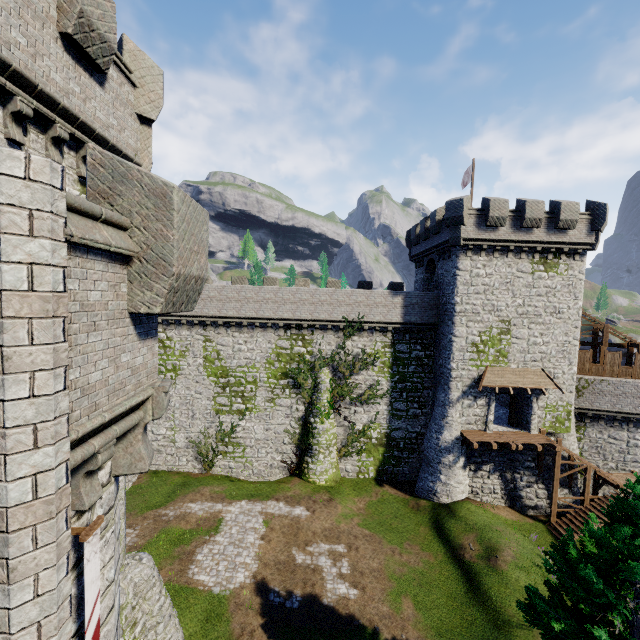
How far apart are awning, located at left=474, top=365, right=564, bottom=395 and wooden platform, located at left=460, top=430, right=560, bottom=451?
3.1 meters

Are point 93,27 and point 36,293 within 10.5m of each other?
yes

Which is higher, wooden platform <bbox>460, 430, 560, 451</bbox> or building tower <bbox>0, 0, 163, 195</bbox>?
building tower <bbox>0, 0, 163, 195</bbox>

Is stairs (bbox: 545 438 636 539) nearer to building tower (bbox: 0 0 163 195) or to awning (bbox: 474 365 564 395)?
awning (bbox: 474 365 564 395)

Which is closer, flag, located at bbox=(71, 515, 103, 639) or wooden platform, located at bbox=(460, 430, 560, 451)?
flag, located at bbox=(71, 515, 103, 639)

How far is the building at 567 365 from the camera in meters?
23.1 m

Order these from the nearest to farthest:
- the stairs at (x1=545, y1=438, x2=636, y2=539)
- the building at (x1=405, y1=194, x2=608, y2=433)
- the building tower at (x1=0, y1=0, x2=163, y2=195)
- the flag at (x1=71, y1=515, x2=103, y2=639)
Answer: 1. the flag at (x1=71, y1=515, x2=103, y2=639)
2. the building tower at (x1=0, y1=0, x2=163, y2=195)
3. the stairs at (x1=545, y1=438, x2=636, y2=539)
4. the building at (x1=405, y1=194, x2=608, y2=433)

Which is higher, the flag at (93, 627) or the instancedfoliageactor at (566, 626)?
the flag at (93, 627)
